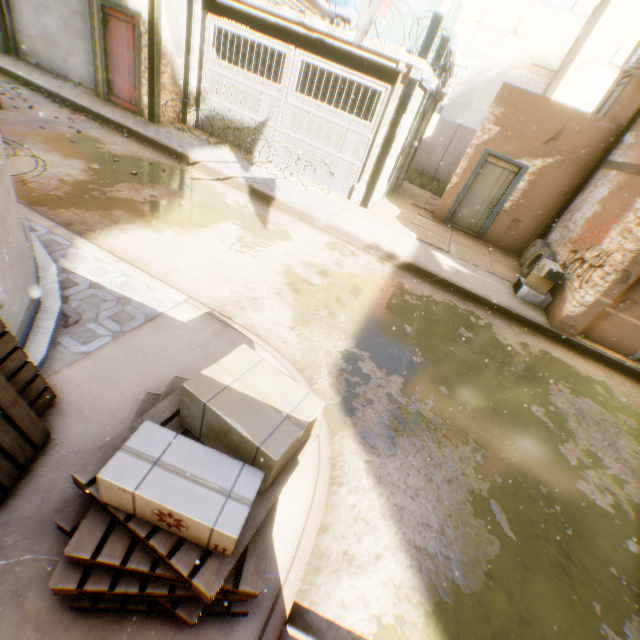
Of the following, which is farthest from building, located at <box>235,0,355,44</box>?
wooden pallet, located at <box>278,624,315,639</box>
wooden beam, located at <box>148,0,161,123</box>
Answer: wooden pallet, located at <box>278,624,315,639</box>

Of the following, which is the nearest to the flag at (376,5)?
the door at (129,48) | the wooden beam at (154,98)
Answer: the wooden beam at (154,98)

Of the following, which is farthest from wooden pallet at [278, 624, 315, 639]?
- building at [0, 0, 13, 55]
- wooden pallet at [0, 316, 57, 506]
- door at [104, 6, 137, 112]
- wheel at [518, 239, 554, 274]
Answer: door at [104, 6, 137, 112]

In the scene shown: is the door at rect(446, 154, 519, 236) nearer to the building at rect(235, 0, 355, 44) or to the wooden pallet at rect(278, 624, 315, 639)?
the building at rect(235, 0, 355, 44)

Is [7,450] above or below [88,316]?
above

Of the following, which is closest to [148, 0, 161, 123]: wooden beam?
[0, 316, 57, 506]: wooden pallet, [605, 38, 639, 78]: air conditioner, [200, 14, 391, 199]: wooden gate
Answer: [200, 14, 391, 199]: wooden gate

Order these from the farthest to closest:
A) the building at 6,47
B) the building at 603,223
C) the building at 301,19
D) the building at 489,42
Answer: the building at 489,42 < the building at 6,47 < the building at 603,223 < the building at 301,19

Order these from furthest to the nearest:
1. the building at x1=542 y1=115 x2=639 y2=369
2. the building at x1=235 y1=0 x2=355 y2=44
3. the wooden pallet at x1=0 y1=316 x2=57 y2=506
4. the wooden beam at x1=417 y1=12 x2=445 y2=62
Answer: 1. the wooden beam at x1=417 y1=12 x2=445 y2=62
2. the building at x1=542 y1=115 x2=639 y2=369
3. the building at x1=235 y1=0 x2=355 y2=44
4. the wooden pallet at x1=0 y1=316 x2=57 y2=506
